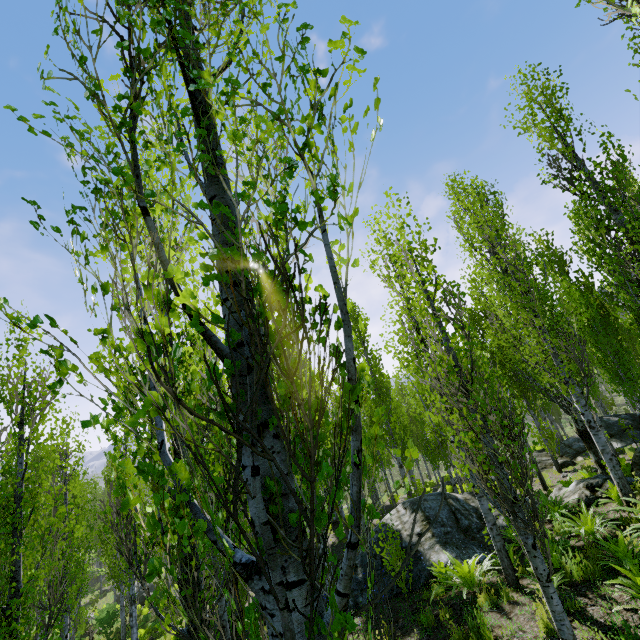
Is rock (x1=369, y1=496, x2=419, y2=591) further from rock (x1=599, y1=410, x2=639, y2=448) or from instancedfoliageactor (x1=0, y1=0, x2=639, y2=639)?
rock (x1=599, y1=410, x2=639, y2=448)

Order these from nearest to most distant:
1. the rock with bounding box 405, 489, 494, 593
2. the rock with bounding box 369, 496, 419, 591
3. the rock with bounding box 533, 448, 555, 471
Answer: the rock with bounding box 405, 489, 494, 593 < the rock with bounding box 369, 496, 419, 591 < the rock with bounding box 533, 448, 555, 471

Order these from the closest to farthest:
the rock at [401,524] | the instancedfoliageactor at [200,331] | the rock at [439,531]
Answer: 1. the instancedfoliageactor at [200,331]
2. the rock at [439,531]
3. the rock at [401,524]

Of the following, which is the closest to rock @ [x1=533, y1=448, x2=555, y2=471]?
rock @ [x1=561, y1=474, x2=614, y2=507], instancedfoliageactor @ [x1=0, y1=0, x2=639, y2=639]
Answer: instancedfoliageactor @ [x1=0, y1=0, x2=639, y2=639]

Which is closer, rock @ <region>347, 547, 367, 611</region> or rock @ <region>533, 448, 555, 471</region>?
rock @ <region>347, 547, 367, 611</region>

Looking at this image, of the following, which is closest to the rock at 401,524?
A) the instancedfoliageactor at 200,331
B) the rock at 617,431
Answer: the instancedfoliageactor at 200,331

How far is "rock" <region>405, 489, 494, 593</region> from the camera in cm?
940

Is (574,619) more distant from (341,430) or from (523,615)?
(341,430)
